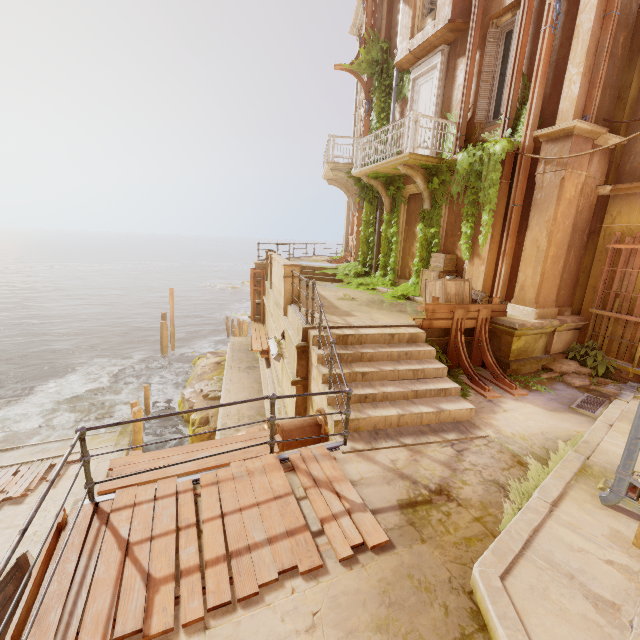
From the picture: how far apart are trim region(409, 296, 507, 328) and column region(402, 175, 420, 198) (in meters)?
4.22

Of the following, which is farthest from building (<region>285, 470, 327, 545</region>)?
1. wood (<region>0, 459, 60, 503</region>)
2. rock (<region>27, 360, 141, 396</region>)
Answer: rock (<region>27, 360, 141, 396</region>)

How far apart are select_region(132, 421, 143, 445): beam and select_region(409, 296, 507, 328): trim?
11.41m

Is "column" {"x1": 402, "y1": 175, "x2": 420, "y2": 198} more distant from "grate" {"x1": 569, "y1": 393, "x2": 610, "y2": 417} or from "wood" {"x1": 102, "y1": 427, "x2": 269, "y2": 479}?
"wood" {"x1": 102, "y1": 427, "x2": 269, "y2": 479}

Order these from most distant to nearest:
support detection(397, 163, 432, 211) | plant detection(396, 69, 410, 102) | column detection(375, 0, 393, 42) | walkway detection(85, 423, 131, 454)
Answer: walkway detection(85, 423, 131, 454)
column detection(375, 0, 393, 42)
plant detection(396, 69, 410, 102)
support detection(397, 163, 432, 211)

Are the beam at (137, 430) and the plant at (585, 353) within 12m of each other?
no

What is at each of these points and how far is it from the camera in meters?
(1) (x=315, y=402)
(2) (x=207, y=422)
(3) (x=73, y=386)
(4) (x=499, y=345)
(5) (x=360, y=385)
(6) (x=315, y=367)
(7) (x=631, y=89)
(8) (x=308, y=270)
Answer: (1) stairs, 6.6 m
(2) rock, 14.4 m
(3) rock, 20.0 m
(4) column, 8.1 m
(5) stairs, 6.1 m
(6) stairs, 6.6 m
(7) column, 7.5 m
(8) stairs, 15.8 m

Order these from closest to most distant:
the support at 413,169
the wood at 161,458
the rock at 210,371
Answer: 1. the wood at 161,458
2. the support at 413,169
3. the rock at 210,371
